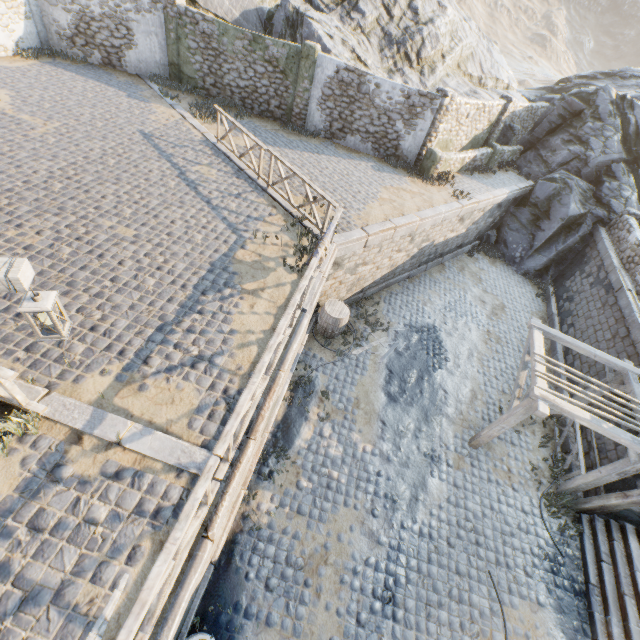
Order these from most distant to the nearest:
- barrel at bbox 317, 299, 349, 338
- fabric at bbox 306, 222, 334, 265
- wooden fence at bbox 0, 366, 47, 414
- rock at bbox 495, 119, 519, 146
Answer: rock at bbox 495, 119, 519, 146 → barrel at bbox 317, 299, 349, 338 → fabric at bbox 306, 222, 334, 265 → wooden fence at bbox 0, 366, 47, 414

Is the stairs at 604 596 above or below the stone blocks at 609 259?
below

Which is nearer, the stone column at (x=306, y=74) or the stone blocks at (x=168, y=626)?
the stone blocks at (x=168, y=626)

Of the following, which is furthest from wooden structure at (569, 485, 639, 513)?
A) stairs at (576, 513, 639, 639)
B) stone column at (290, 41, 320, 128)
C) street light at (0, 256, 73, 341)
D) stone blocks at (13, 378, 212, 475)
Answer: stone column at (290, 41, 320, 128)

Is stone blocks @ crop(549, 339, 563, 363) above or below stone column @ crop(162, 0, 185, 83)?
below

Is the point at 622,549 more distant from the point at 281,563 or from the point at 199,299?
the point at 199,299

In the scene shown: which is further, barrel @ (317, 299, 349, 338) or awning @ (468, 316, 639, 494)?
barrel @ (317, 299, 349, 338)

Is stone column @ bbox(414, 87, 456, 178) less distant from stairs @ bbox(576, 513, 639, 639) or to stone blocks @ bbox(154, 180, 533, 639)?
stone blocks @ bbox(154, 180, 533, 639)
